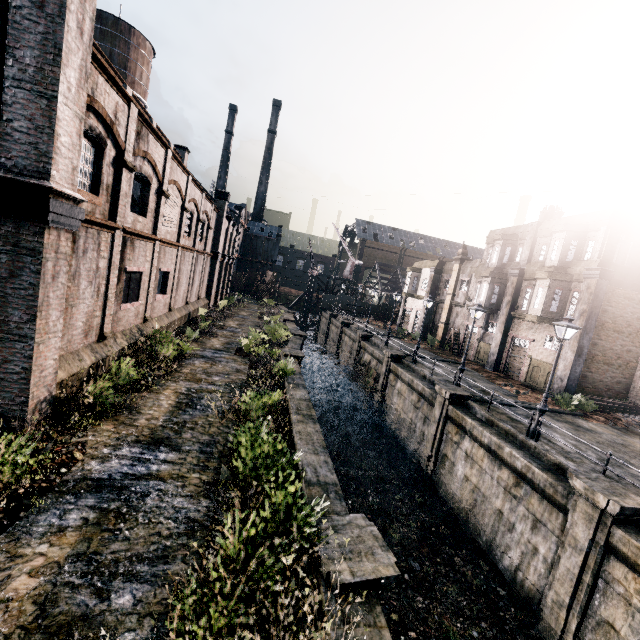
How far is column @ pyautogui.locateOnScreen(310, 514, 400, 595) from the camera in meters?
5.9

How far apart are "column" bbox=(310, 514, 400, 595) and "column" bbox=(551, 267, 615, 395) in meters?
22.1

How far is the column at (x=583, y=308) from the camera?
22.0m

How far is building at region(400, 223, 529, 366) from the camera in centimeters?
3092cm

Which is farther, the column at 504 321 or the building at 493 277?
the building at 493 277

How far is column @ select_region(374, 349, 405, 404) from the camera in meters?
27.4 m

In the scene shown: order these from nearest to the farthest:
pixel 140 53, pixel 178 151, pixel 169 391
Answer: pixel 169 391
pixel 178 151
pixel 140 53

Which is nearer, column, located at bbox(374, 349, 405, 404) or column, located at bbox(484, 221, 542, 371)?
column, located at bbox(374, 349, 405, 404)
